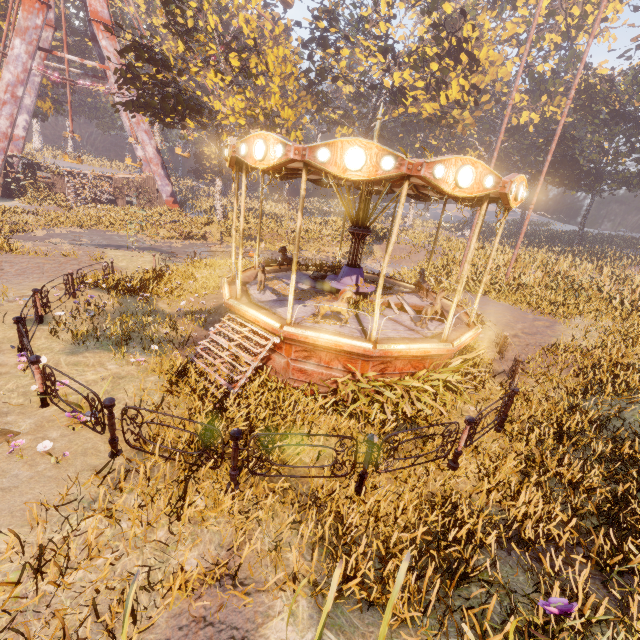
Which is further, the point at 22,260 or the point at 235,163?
the point at 22,260

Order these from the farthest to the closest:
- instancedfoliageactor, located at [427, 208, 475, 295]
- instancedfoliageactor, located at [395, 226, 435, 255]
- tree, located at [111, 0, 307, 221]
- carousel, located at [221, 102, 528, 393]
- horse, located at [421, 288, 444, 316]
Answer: instancedfoliageactor, located at [395, 226, 435, 255]
tree, located at [111, 0, 307, 221]
instancedfoliageactor, located at [427, 208, 475, 295]
horse, located at [421, 288, 444, 316]
carousel, located at [221, 102, 528, 393]

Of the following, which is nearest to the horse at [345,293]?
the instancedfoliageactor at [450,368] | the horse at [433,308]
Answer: the instancedfoliageactor at [450,368]

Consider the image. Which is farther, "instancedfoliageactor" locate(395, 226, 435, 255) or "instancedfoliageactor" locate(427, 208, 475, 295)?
"instancedfoliageactor" locate(395, 226, 435, 255)

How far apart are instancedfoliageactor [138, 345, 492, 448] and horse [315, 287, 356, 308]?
1.3m

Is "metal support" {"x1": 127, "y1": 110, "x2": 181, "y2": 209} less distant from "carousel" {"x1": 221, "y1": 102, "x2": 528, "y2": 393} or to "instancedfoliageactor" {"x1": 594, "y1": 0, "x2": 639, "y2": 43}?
"instancedfoliageactor" {"x1": 594, "y1": 0, "x2": 639, "y2": 43}

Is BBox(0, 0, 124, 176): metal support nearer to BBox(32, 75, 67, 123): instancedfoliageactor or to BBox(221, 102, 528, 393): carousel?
BBox(32, 75, 67, 123): instancedfoliageactor

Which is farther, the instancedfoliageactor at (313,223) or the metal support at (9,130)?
the metal support at (9,130)
